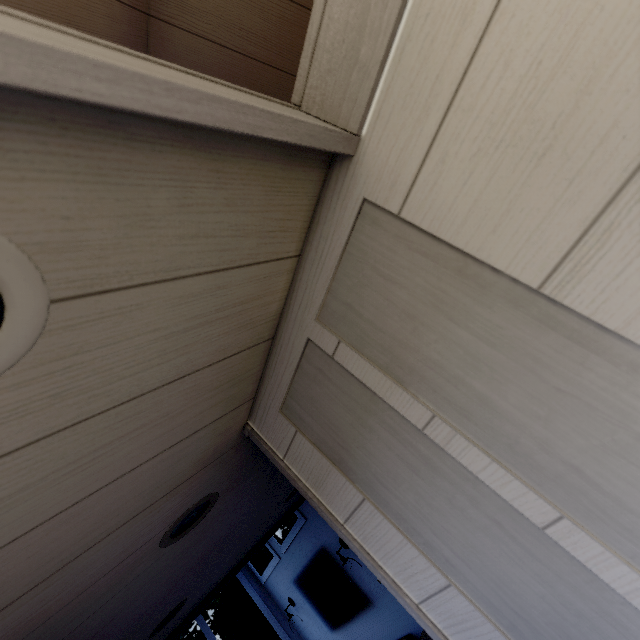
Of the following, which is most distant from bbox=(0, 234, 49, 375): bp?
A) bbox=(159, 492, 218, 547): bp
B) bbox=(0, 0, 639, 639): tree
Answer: bbox=(159, 492, 218, 547): bp

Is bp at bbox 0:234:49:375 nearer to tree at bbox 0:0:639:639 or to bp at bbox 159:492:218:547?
tree at bbox 0:0:639:639

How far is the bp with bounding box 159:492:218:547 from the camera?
1.0m

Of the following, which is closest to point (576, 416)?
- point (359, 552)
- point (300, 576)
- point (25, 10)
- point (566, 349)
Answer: point (566, 349)

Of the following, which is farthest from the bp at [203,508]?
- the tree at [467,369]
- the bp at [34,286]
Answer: the bp at [34,286]

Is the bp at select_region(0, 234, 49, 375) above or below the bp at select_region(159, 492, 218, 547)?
below
